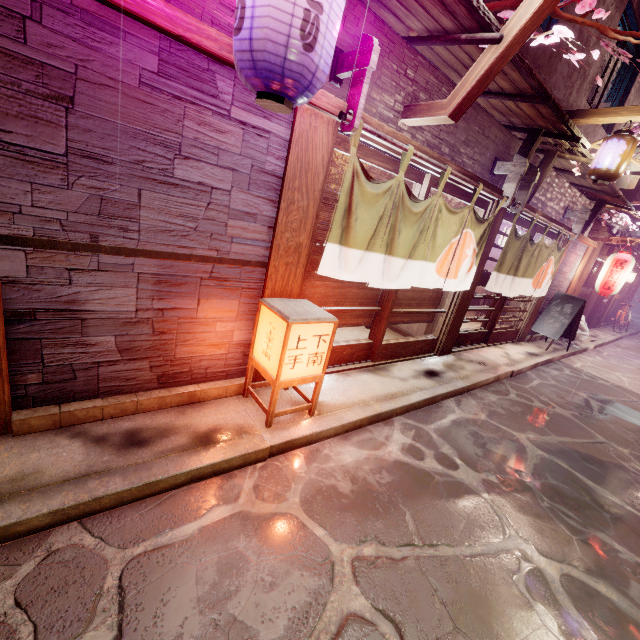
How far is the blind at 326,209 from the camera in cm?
651

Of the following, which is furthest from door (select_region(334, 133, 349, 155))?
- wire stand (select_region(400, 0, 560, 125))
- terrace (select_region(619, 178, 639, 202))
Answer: terrace (select_region(619, 178, 639, 202))

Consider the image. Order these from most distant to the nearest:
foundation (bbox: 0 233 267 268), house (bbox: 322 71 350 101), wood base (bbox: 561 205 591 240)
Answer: wood base (bbox: 561 205 591 240), house (bbox: 322 71 350 101), foundation (bbox: 0 233 267 268)

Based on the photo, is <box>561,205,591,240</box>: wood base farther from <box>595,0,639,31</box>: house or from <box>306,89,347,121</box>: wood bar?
<box>306,89,347,121</box>: wood bar

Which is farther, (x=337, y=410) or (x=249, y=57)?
(x=337, y=410)

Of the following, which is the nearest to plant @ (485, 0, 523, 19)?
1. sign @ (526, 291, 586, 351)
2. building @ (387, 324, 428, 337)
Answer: building @ (387, 324, 428, 337)

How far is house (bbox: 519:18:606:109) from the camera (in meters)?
8.49

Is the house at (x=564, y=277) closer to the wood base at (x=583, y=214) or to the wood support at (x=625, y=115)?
the wood base at (x=583, y=214)
